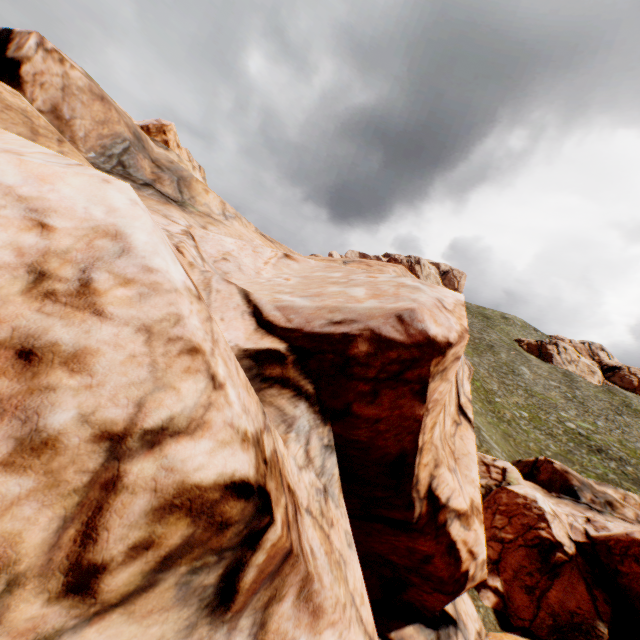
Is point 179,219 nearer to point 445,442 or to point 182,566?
point 182,566
